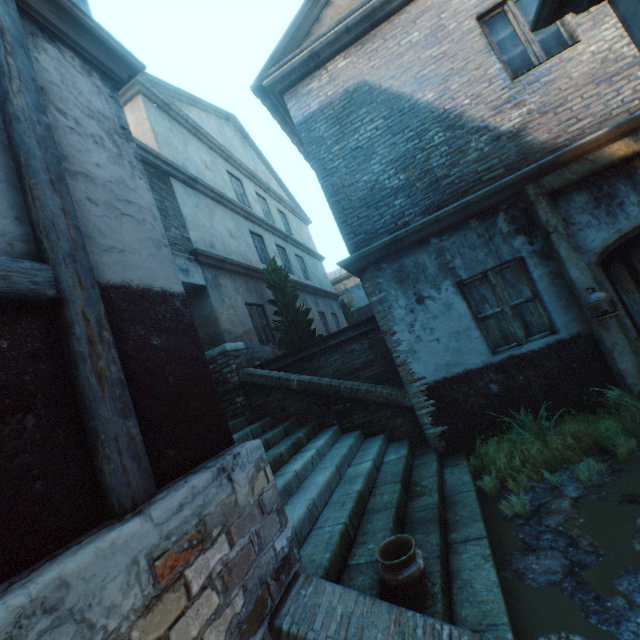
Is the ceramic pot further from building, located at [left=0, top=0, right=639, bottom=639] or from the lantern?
the lantern

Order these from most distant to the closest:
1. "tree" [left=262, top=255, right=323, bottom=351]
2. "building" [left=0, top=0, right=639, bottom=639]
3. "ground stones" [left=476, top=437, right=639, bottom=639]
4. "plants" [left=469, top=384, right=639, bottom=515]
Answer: "tree" [left=262, top=255, right=323, bottom=351] → "plants" [left=469, top=384, right=639, bottom=515] → "ground stones" [left=476, top=437, right=639, bottom=639] → "building" [left=0, top=0, right=639, bottom=639]

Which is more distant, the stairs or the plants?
the plants

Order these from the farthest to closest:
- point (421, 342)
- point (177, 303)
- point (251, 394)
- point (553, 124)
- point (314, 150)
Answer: point (251, 394)
point (314, 150)
point (421, 342)
point (553, 124)
point (177, 303)

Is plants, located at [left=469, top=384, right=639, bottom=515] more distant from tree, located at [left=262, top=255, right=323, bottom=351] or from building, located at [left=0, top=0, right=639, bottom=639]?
tree, located at [left=262, top=255, right=323, bottom=351]

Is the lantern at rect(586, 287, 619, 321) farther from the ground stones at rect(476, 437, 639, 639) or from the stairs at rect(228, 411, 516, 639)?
the stairs at rect(228, 411, 516, 639)

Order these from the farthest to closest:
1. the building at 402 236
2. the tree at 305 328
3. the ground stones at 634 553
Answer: the tree at 305 328
the ground stones at 634 553
the building at 402 236

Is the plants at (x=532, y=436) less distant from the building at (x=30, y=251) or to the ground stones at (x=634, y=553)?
the ground stones at (x=634, y=553)
